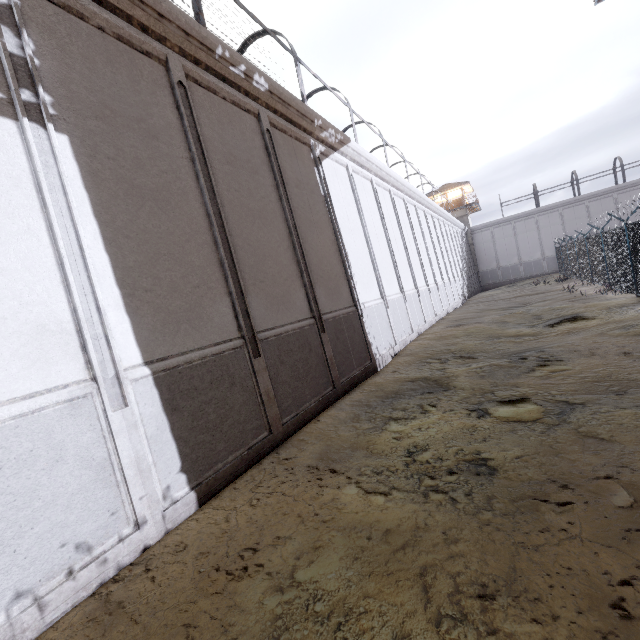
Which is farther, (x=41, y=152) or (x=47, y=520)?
(x=41, y=152)

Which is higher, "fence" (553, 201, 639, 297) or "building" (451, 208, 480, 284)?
"building" (451, 208, 480, 284)

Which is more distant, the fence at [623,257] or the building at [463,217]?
the building at [463,217]

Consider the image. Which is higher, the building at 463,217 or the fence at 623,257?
the building at 463,217

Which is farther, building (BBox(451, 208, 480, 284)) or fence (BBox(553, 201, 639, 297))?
building (BBox(451, 208, 480, 284))

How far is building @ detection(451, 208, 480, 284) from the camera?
43.7 meters
